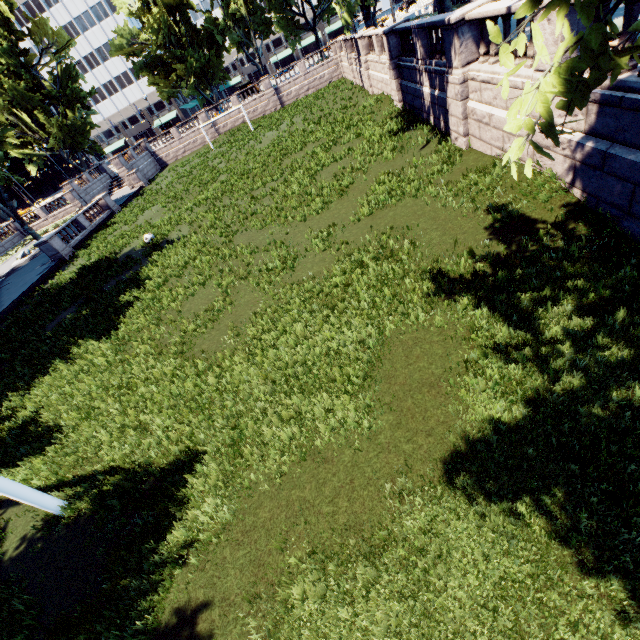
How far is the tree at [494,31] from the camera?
2.92m

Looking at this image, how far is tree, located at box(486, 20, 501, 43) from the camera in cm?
292

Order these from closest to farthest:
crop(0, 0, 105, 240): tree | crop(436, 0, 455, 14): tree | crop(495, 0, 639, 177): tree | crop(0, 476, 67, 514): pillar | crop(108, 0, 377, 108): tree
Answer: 1. crop(495, 0, 639, 177): tree
2. crop(0, 476, 67, 514): pillar
3. crop(436, 0, 455, 14): tree
4. crop(0, 0, 105, 240): tree
5. crop(108, 0, 377, 108): tree

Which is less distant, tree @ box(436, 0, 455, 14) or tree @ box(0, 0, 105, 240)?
tree @ box(436, 0, 455, 14)

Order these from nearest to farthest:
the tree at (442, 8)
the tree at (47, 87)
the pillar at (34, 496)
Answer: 1. the pillar at (34, 496)
2. the tree at (442, 8)
3. the tree at (47, 87)

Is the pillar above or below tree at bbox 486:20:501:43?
below

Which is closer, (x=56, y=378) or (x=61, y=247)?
(x=56, y=378)
